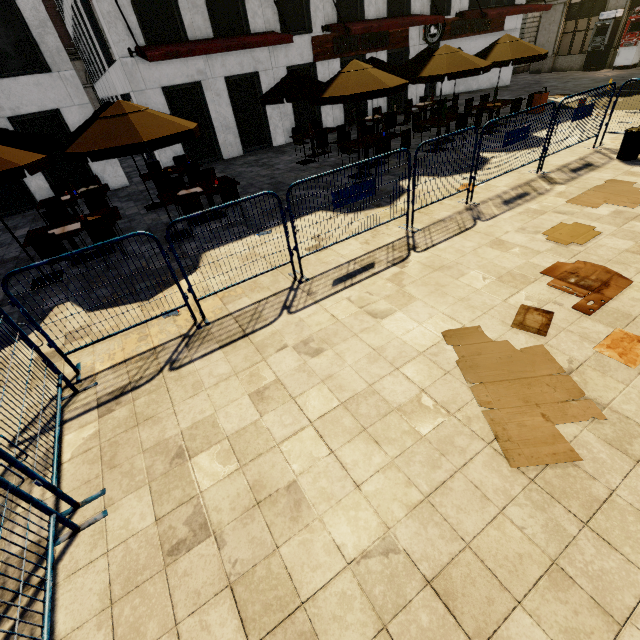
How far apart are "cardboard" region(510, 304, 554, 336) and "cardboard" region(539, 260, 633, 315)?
0.3 meters

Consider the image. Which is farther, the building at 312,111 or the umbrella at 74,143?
the building at 312,111

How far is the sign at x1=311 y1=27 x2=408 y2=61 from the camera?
14.9m

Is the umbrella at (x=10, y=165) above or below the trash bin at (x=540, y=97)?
above

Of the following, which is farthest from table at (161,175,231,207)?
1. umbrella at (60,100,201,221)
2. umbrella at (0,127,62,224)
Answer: umbrella at (0,127,62,224)

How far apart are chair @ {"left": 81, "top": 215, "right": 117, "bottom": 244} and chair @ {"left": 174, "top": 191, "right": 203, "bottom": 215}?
1.5m

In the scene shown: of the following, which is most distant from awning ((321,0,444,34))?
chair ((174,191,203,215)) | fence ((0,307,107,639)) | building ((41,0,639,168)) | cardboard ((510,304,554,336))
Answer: fence ((0,307,107,639))

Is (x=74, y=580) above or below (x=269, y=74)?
below
